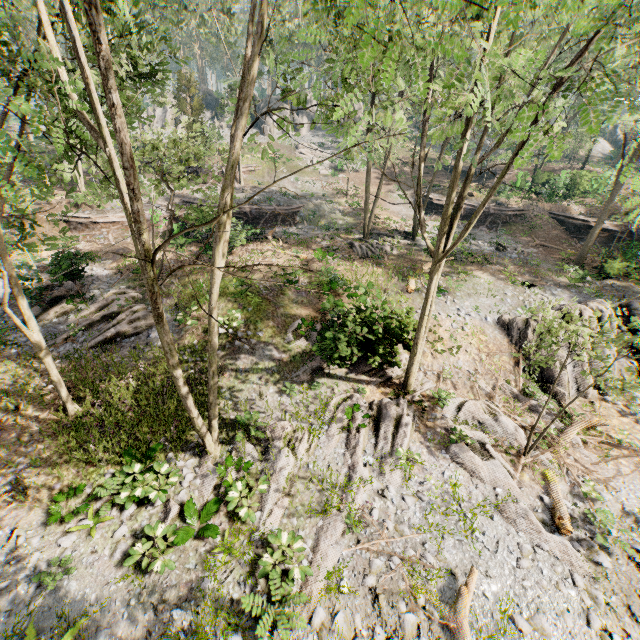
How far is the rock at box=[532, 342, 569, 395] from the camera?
15.5m

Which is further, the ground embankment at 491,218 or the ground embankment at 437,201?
the ground embankment at 437,201

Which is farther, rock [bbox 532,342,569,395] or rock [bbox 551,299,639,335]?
rock [bbox 551,299,639,335]

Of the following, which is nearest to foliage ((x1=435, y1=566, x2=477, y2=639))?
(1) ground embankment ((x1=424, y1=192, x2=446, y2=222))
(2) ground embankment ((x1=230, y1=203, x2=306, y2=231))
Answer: (2) ground embankment ((x1=230, y1=203, x2=306, y2=231))

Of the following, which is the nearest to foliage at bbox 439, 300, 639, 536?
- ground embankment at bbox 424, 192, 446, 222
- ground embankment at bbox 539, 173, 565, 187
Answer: ground embankment at bbox 539, 173, 565, 187

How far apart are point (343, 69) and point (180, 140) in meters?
33.4

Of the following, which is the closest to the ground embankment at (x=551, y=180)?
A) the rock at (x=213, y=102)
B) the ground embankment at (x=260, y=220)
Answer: the rock at (x=213, y=102)

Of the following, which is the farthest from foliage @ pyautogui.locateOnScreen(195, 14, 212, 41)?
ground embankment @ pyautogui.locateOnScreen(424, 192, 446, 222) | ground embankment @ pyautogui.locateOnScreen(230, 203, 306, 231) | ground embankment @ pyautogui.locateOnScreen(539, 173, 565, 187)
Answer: ground embankment @ pyautogui.locateOnScreen(424, 192, 446, 222)
